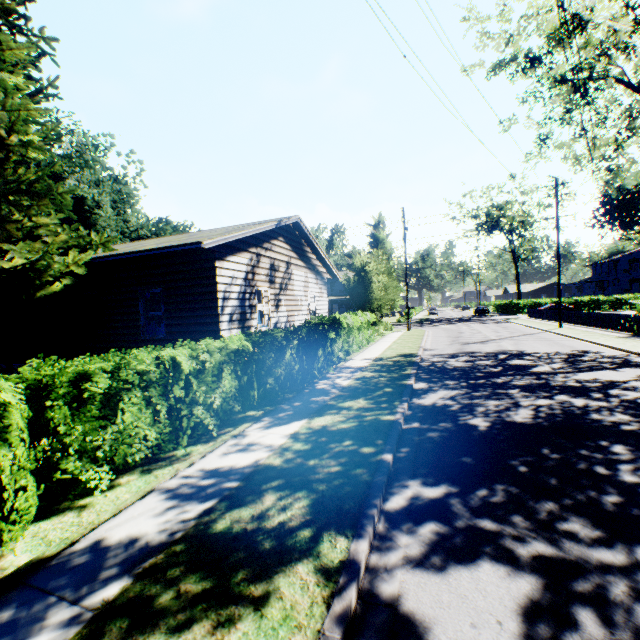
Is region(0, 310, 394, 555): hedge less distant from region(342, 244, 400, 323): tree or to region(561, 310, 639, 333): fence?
region(342, 244, 400, 323): tree

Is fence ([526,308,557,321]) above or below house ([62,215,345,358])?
below

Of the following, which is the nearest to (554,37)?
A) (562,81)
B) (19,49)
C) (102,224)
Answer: (562,81)

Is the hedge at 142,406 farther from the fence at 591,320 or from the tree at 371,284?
the fence at 591,320

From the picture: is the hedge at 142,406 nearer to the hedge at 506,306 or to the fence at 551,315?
the fence at 551,315

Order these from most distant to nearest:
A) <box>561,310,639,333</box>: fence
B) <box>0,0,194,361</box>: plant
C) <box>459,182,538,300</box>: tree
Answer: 1. <box>459,182,538,300</box>: tree
2. <box>561,310,639,333</box>: fence
3. <box>0,0,194,361</box>: plant

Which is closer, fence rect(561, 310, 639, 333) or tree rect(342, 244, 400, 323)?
fence rect(561, 310, 639, 333)
